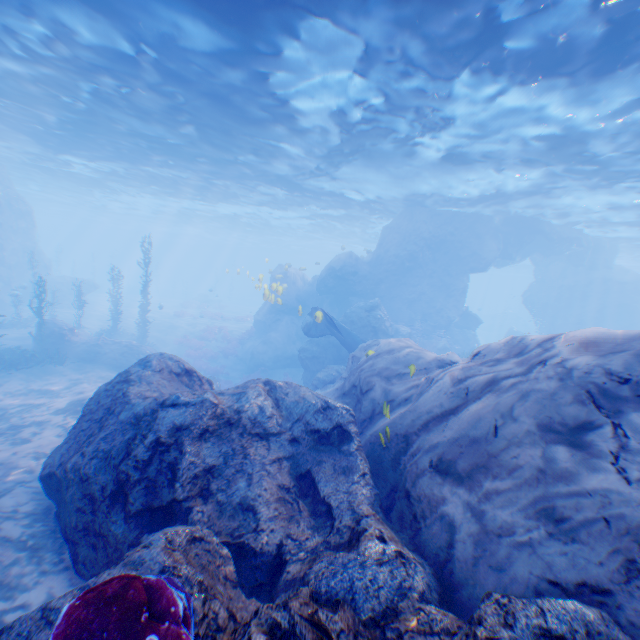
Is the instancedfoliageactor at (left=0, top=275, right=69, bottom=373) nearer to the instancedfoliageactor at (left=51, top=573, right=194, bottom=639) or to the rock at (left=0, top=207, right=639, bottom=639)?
the rock at (left=0, top=207, right=639, bottom=639)

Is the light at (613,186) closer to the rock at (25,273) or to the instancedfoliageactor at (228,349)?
the rock at (25,273)

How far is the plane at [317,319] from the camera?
16.21m

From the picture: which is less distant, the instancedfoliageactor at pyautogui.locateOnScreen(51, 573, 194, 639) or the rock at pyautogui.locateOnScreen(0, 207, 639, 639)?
the instancedfoliageactor at pyautogui.locateOnScreen(51, 573, 194, 639)

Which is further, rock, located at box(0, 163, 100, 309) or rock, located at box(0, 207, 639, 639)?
rock, located at box(0, 163, 100, 309)

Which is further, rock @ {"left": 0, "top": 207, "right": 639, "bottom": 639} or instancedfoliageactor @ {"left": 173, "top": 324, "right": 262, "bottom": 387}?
instancedfoliageactor @ {"left": 173, "top": 324, "right": 262, "bottom": 387}

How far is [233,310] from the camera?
47.50m

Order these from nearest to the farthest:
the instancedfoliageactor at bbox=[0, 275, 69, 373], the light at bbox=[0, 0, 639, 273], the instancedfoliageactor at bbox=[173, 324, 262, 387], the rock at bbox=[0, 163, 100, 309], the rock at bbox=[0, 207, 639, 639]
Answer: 1. the rock at bbox=[0, 207, 639, 639]
2. the light at bbox=[0, 0, 639, 273]
3. the instancedfoliageactor at bbox=[0, 275, 69, 373]
4. the instancedfoliageactor at bbox=[173, 324, 262, 387]
5. the rock at bbox=[0, 163, 100, 309]
